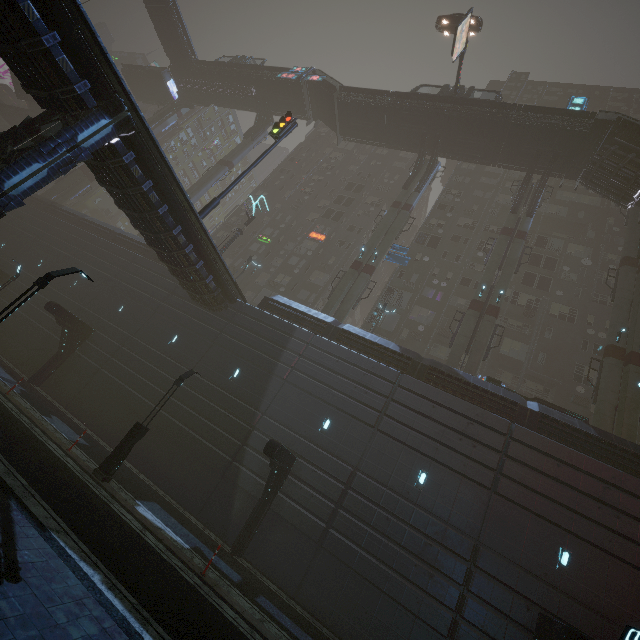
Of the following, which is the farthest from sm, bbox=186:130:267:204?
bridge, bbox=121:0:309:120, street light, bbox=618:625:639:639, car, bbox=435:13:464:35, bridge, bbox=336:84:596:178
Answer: street light, bbox=618:625:639:639

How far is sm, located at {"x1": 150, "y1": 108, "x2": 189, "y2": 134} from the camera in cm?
5017

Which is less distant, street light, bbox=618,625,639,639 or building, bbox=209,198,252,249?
street light, bbox=618,625,639,639

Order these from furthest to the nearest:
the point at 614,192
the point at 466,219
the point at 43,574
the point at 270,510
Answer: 1. the point at 466,219
2. the point at 614,192
3. the point at 270,510
4. the point at 43,574

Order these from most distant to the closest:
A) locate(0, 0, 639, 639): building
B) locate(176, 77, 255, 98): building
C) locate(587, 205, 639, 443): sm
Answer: locate(176, 77, 255, 98): building < locate(587, 205, 639, 443): sm < locate(0, 0, 639, 639): building

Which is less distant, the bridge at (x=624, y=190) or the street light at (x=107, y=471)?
the street light at (x=107, y=471)

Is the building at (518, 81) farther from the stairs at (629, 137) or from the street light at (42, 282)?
the stairs at (629, 137)
